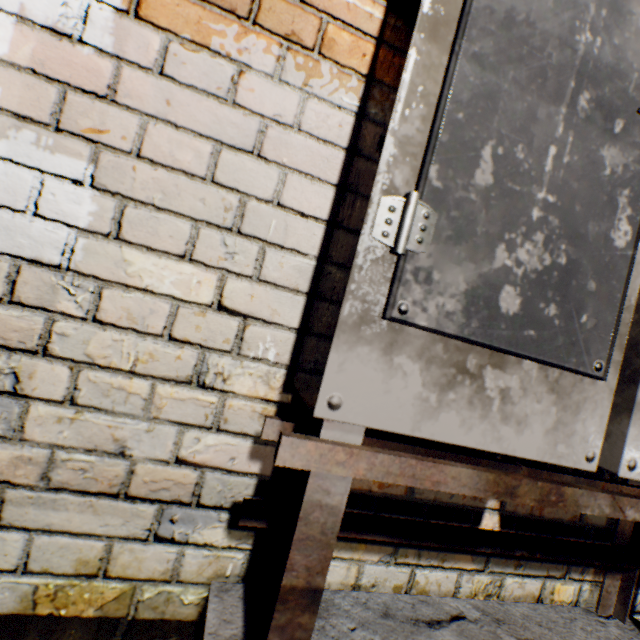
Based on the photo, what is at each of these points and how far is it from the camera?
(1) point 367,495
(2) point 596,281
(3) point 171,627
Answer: (1) building tunnel, 0.86m
(2) electrical box, 0.59m
(3) walkway, 0.74m

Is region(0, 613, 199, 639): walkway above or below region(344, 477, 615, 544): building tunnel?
below

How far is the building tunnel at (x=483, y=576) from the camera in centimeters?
86cm

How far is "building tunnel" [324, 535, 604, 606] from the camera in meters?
0.9 m
